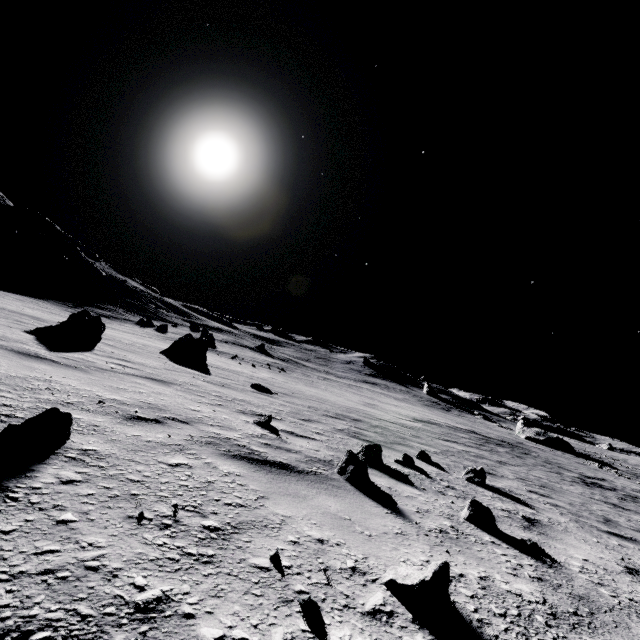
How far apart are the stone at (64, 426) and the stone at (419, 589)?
2.1 meters

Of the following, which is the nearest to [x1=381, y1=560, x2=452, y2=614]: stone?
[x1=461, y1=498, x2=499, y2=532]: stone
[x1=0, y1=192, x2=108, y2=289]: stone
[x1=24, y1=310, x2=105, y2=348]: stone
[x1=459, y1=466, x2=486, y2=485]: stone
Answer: [x1=461, y1=498, x2=499, y2=532]: stone

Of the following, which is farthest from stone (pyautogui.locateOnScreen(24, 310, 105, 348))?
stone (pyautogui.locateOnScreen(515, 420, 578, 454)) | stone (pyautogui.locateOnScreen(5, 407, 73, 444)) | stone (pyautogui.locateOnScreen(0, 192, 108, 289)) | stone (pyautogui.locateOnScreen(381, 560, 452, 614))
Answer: stone (pyautogui.locateOnScreen(515, 420, 578, 454))

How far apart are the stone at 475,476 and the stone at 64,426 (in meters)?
5.78

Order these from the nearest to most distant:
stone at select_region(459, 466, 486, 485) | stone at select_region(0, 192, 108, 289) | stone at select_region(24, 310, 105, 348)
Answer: stone at select_region(459, 466, 486, 485), stone at select_region(24, 310, 105, 348), stone at select_region(0, 192, 108, 289)

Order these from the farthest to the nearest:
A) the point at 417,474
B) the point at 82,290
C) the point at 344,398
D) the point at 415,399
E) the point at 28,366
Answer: the point at 415,399
the point at 82,290
the point at 344,398
the point at 417,474
the point at 28,366

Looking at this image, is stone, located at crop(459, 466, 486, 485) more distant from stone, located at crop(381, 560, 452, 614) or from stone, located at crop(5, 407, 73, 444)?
stone, located at crop(5, 407, 73, 444)

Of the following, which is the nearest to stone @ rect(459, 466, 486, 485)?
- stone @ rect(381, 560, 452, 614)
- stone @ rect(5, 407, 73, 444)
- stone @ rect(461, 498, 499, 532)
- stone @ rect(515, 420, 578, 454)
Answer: stone @ rect(461, 498, 499, 532)
